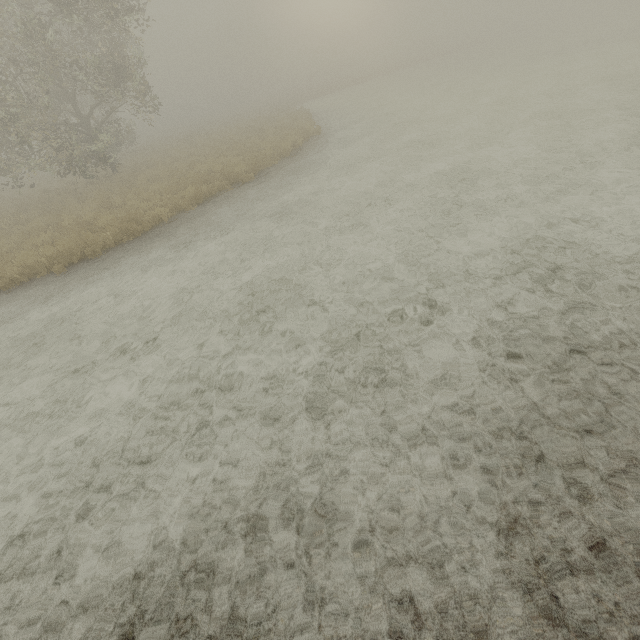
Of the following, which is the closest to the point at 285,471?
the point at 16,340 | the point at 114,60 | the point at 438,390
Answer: the point at 438,390
